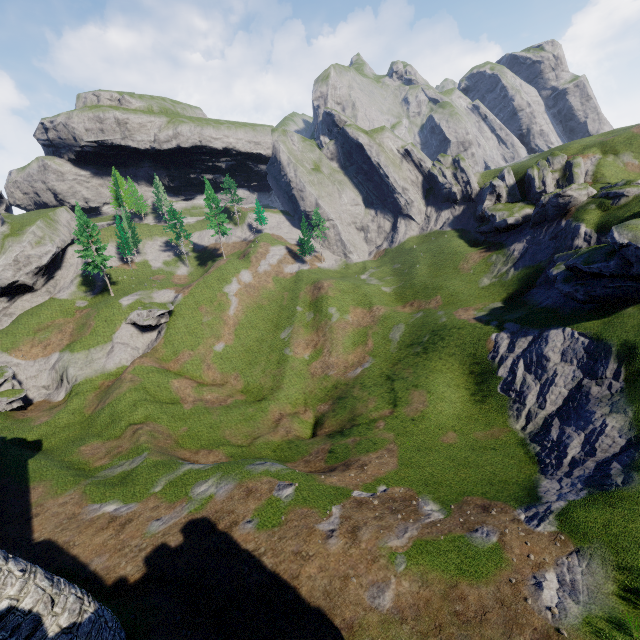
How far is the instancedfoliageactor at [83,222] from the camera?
55.4m

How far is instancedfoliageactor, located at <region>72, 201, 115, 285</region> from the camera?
55.4m

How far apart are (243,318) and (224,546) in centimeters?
4247cm
